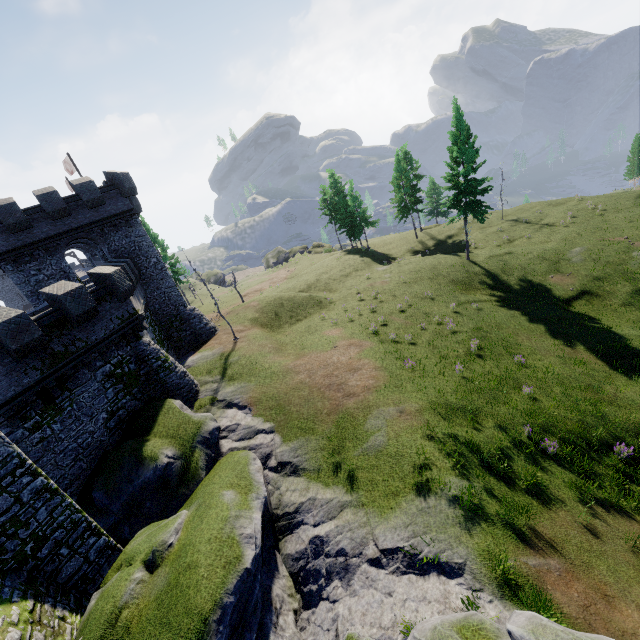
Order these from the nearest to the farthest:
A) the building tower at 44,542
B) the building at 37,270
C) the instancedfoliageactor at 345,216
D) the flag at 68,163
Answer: the building tower at 44,542 → the building at 37,270 → the flag at 68,163 → the instancedfoliageactor at 345,216

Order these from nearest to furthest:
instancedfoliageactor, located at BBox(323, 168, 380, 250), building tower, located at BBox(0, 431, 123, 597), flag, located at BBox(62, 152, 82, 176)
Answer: building tower, located at BBox(0, 431, 123, 597), flag, located at BBox(62, 152, 82, 176), instancedfoliageactor, located at BBox(323, 168, 380, 250)

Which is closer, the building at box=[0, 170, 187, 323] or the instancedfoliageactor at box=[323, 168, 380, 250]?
the building at box=[0, 170, 187, 323]

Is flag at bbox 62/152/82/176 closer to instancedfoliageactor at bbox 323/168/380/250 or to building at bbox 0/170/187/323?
building at bbox 0/170/187/323

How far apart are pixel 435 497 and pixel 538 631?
7.4 meters

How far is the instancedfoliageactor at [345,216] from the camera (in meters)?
48.59

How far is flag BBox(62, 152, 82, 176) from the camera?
31.4m

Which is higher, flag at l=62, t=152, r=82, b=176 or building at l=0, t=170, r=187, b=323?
flag at l=62, t=152, r=82, b=176
